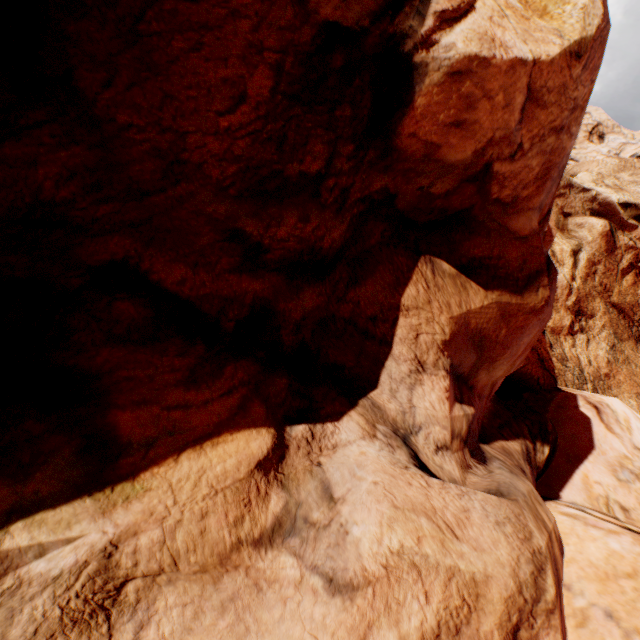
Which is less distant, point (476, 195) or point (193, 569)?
point (193, 569)
